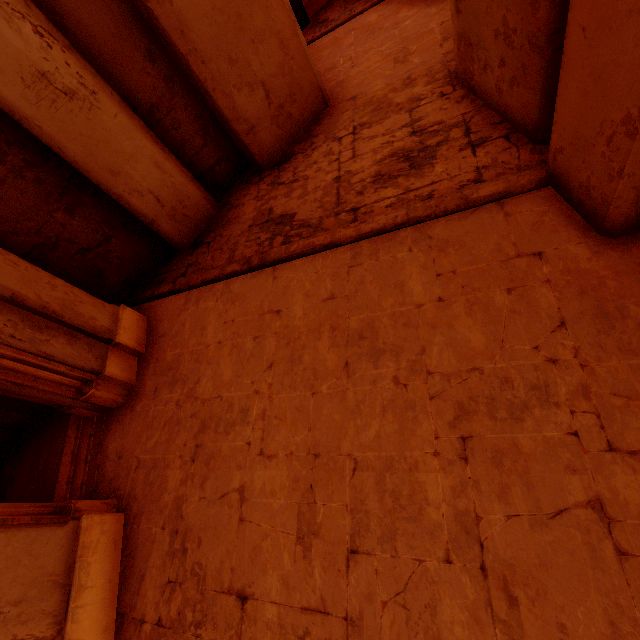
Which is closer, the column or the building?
the building

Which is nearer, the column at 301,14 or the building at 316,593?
the building at 316,593

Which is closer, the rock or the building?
the building

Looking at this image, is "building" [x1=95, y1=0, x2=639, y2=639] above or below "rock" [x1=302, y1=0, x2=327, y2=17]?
below

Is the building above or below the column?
below

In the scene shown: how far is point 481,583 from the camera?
2.2m

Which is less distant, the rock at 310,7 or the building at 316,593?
the building at 316,593
